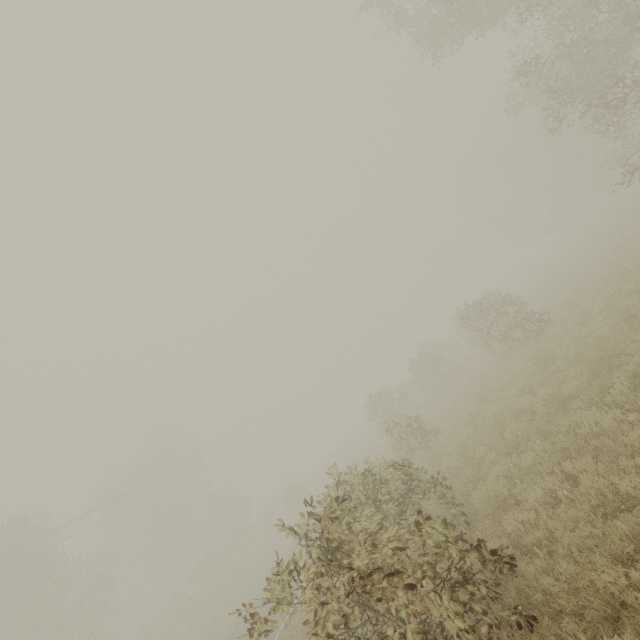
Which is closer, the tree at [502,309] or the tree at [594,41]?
the tree at [502,309]

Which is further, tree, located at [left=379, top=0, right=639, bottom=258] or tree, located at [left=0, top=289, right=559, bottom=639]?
tree, located at [left=379, top=0, right=639, bottom=258]

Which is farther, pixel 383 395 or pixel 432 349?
pixel 432 349
